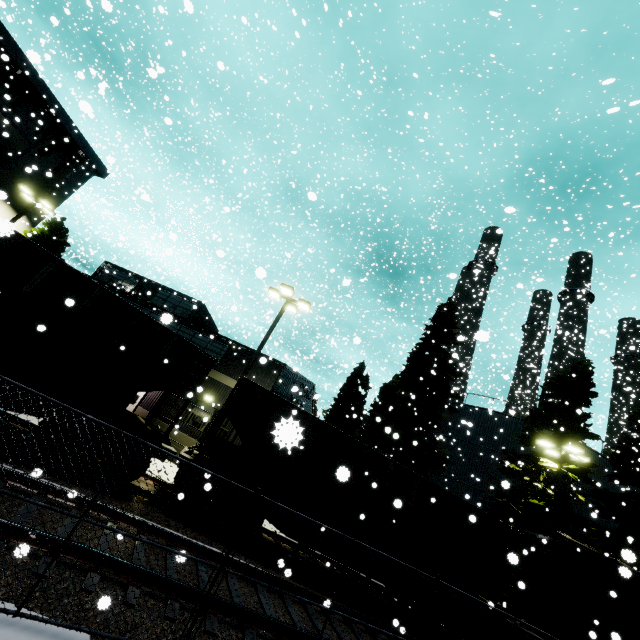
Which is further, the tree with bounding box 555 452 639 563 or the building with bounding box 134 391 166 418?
the building with bounding box 134 391 166 418

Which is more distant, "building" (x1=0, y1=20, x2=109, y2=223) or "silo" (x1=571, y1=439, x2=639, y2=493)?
"silo" (x1=571, y1=439, x2=639, y2=493)

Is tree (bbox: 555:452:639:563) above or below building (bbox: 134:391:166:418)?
above

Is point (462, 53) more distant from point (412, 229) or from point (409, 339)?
point (409, 339)

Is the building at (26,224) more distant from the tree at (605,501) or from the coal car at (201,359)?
the tree at (605,501)

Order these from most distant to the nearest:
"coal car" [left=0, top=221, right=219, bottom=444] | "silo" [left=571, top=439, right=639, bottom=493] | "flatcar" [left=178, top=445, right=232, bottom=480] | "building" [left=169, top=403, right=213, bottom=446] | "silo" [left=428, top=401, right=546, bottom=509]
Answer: "silo" [left=428, top=401, right=546, bottom=509] → "silo" [left=571, top=439, right=639, bottom=493] → "building" [left=169, top=403, right=213, bottom=446] → "flatcar" [left=178, top=445, right=232, bottom=480] → "coal car" [left=0, top=221, right=219, bottom=444]

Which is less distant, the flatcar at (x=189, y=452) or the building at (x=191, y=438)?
the flatcar at (x=189, y=452)

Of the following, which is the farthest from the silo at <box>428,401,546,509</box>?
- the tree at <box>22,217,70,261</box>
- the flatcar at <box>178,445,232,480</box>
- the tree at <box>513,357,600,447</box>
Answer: the tree at <box>22,217,70,261</box>
